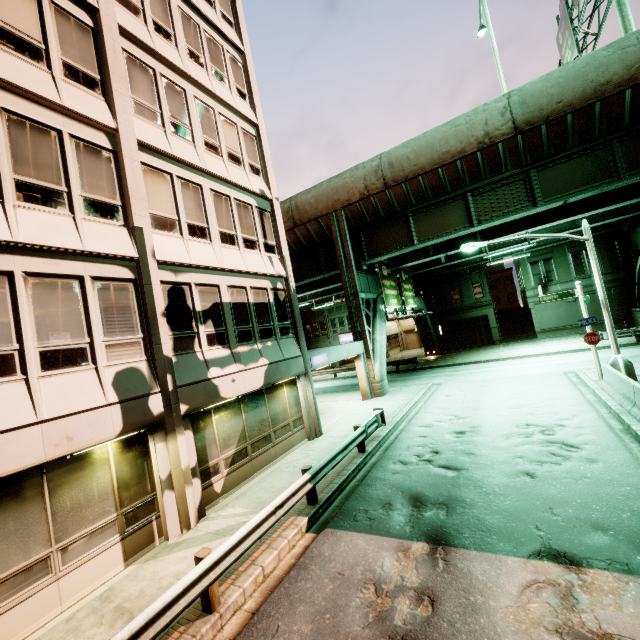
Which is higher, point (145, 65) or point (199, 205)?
point (145, 65)

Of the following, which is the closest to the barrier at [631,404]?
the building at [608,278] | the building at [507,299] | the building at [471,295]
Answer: the building at [608,278]

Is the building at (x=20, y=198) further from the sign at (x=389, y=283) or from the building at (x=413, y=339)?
the building at (x=413, y=339)

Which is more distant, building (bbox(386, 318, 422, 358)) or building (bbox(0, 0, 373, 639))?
building (bbox(386, 318, 422, 358))

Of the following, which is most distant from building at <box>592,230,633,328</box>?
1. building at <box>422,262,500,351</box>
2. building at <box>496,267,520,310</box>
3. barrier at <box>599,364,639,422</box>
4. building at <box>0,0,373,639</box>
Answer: building at <box>0,0,373,639</box>

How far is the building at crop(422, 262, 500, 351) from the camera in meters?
37.0

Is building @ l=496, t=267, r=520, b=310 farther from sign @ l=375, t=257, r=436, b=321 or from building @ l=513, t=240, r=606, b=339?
sign @ l=375, t=257, r=436, b=321

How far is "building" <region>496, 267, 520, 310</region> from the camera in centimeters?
5881cm
